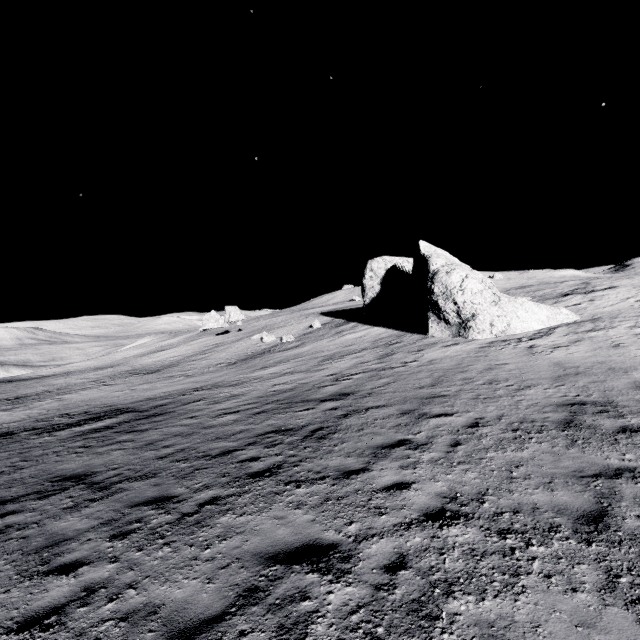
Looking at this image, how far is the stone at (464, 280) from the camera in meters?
20.0 m

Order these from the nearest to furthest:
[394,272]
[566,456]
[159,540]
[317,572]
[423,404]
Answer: [317,572] < [159,540] < [566,456] < [423,404] < [394,272]

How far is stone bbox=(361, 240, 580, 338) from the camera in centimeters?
2000cm
